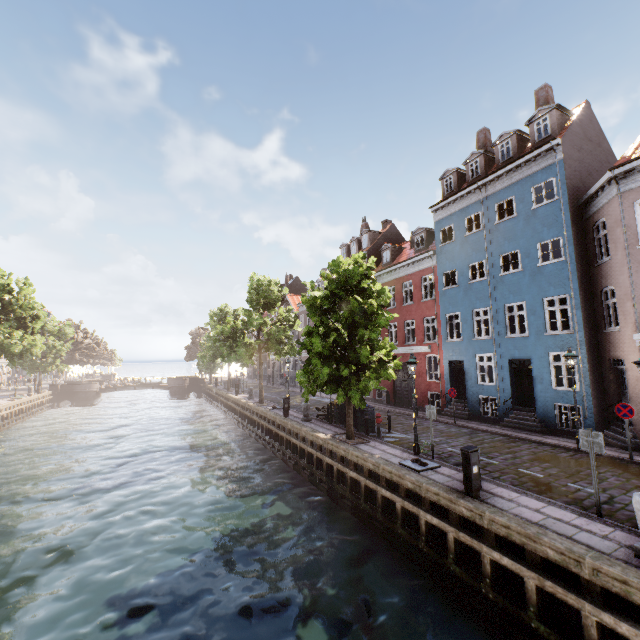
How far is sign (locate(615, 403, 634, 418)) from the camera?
11.2 meters

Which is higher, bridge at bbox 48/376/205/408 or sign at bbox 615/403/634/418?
sign at bbox 615/403/634/418

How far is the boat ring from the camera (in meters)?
10.64

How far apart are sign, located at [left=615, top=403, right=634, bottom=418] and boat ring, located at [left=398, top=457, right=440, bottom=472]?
6.84m

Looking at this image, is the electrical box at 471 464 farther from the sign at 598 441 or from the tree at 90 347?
the tree at 90 347

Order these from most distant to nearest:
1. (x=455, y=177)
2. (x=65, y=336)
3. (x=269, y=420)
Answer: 1. (x=65, y=336)
2. (x=269, y=420)
3. (x=455, y=177)

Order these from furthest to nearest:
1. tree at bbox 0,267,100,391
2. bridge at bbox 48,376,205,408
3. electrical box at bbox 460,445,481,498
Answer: bridge at bbox 48,376,205,408
tree at bbox 0,267,100,391
electrical box at bbox 460,445,481,498

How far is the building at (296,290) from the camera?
41.6 meters
